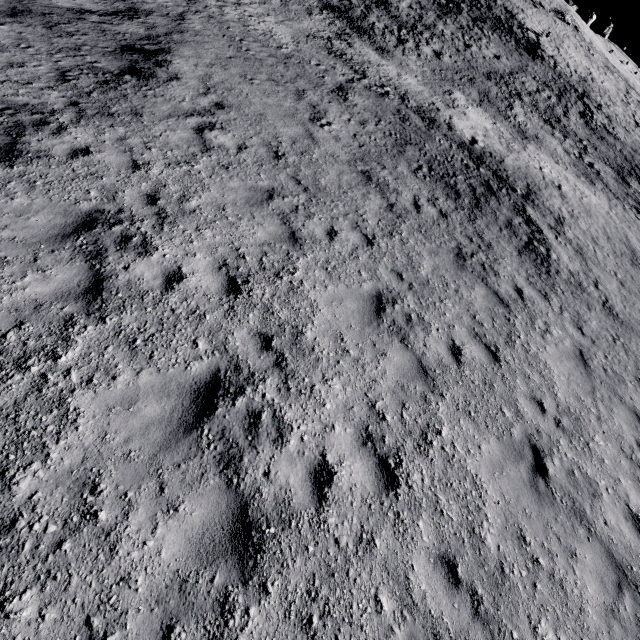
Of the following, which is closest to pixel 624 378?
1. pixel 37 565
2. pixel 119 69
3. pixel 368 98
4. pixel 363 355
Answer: pixel 363 355
